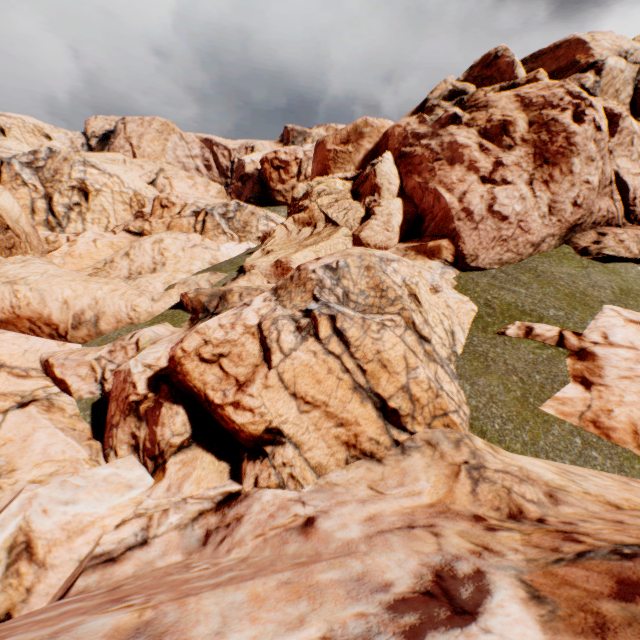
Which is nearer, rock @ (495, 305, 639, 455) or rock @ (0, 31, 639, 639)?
rock @ (0, 31, 639, 639)

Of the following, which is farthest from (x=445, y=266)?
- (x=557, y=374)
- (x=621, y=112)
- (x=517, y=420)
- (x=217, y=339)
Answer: (x=621, y=112)

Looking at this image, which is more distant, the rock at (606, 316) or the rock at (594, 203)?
the rock at (606, 316)
